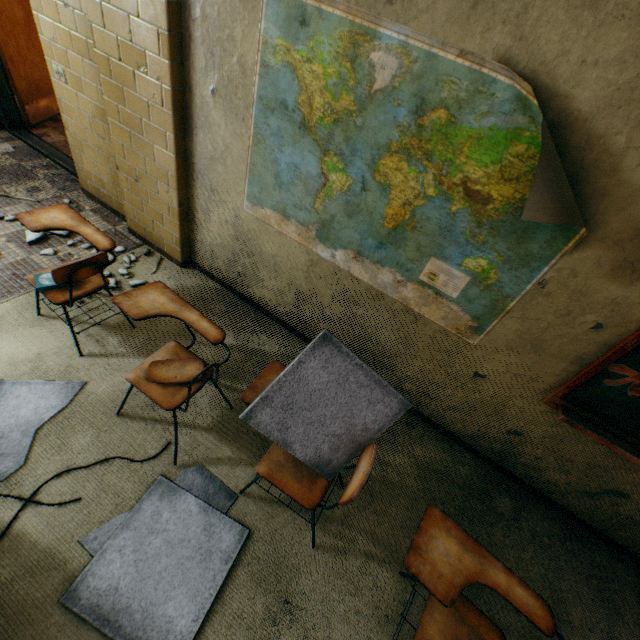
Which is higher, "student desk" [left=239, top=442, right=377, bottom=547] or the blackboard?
the blackboard

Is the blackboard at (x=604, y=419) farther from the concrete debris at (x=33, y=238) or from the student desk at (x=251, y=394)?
the concrete debris at (x=33, y=238)

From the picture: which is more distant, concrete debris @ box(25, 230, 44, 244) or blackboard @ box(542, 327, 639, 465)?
concrete debris @ box(25, 230, 44, 244)

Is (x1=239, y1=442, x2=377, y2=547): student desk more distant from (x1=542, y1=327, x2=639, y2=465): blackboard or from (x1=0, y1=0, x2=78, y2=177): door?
(x1=0, y1=0, x2=78, y2=177): door

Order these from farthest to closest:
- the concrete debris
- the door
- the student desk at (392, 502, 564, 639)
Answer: the door < the concrete debris < the student desk at (392, 502, 564, 639)

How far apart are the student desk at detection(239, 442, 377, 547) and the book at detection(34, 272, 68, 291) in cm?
180

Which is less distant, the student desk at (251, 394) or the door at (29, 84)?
the student desk at (251, 394)

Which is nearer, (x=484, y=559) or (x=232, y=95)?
(x=484, y=559)
